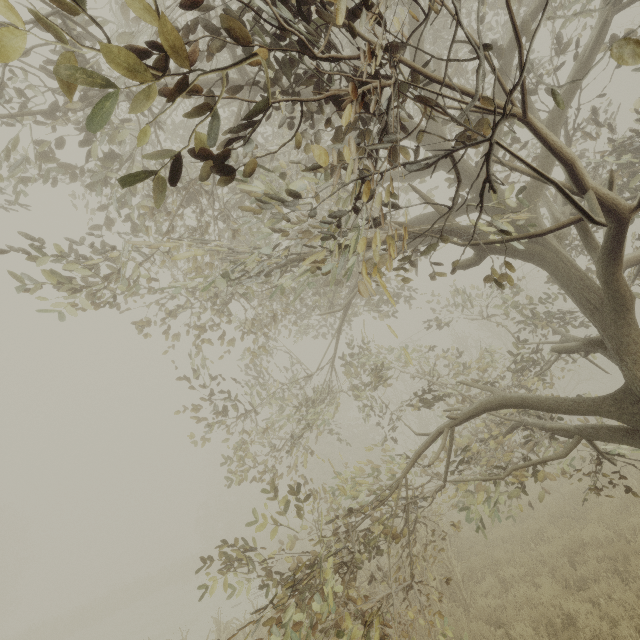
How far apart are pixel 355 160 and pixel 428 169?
5.1m
